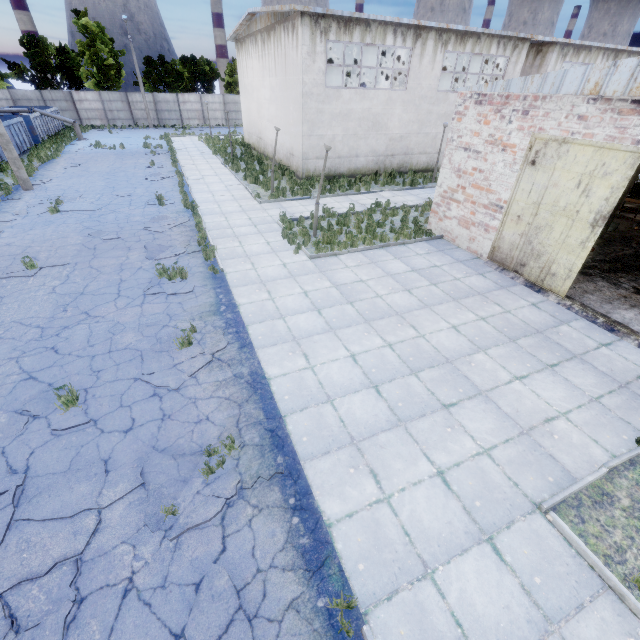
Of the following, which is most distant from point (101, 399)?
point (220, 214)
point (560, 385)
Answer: point (220, 214)

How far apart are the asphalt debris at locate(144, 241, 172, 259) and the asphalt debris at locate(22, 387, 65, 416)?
5.7 meters

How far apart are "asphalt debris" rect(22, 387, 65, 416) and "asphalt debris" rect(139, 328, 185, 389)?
1.4 meters

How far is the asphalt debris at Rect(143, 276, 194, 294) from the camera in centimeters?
920cm

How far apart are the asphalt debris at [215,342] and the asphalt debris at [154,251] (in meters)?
4.33

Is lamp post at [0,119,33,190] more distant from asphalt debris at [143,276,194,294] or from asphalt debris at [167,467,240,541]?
asphalt debris at [167,467,240,541]

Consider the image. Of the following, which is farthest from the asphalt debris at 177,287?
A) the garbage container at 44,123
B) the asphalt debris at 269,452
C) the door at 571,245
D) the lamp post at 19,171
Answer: the garbage container at 44,123

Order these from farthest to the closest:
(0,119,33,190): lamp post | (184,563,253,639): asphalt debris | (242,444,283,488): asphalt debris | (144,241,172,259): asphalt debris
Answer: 1. (0,119,33,190): lamp post
2. (144,241,172,259): asphalt debris
3. (242,444,283,488): asphalt debris
4. (184,563,253,639): asphalt debris
